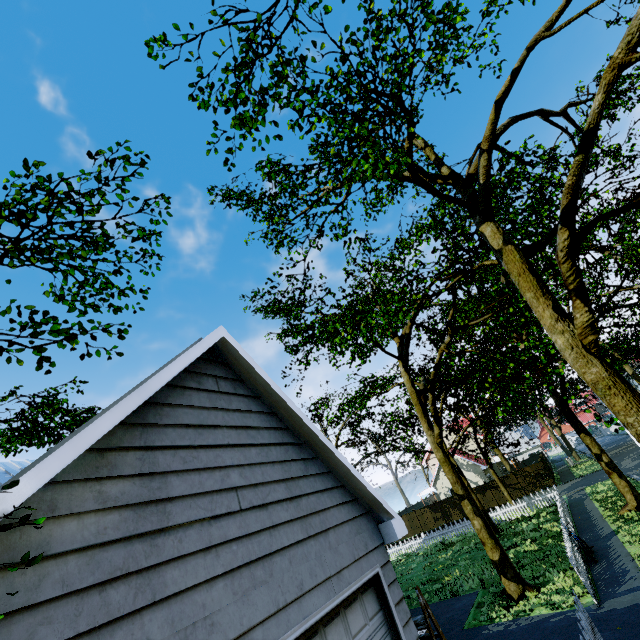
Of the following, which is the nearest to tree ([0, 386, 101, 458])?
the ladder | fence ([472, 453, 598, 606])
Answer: fence ([472, 453, 598, 606])

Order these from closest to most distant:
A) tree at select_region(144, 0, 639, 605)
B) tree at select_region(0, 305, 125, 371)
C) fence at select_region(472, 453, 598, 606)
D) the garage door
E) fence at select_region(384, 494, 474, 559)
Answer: tree at select_region(0, 305, 125, 371) < the garage door < tree at select_region(144, 0, 639, 605) < fence at select_region(472, 453, 598, 606) < fence at select_region(384, 494, 474, 559)

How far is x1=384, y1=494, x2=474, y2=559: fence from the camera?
23.9m

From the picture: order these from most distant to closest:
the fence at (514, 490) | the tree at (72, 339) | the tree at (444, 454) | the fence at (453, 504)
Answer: the fence at (453, 504) → the fence at (514, 490) → the tree at (444, 454) → the tree at (72, 339)

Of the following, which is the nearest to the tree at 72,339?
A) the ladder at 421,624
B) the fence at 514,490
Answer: the fence at 514,490

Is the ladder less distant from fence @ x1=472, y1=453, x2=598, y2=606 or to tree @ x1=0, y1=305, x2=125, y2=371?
fence @ x1=472, y1=453, x2=598, y2=606

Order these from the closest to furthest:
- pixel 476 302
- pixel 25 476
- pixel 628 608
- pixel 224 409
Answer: pixel 25 476 → pixel 224 409 → pixel 628 608 → pixel 476 302
